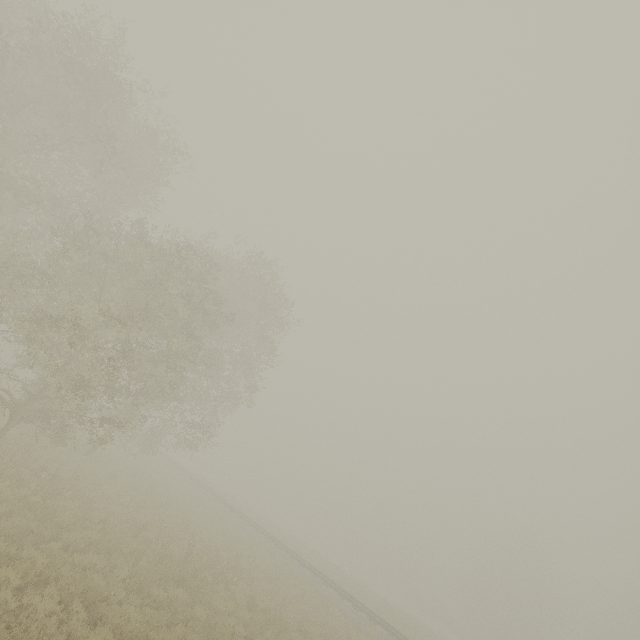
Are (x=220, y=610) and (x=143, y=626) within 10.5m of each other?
yes
